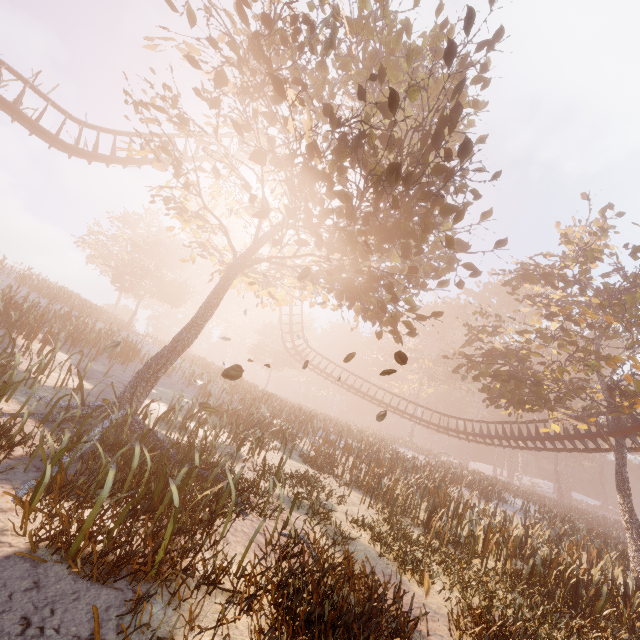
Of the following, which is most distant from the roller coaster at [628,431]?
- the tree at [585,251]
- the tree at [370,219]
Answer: the tree at [370,219]

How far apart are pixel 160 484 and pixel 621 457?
23.7m

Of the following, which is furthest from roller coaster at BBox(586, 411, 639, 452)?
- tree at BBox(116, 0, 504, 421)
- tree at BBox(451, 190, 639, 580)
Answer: tree at BBox(116, 0, 504, 421)

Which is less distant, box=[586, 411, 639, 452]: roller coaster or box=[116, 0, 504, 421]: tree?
box=[116, 0, 504, 421]: tree

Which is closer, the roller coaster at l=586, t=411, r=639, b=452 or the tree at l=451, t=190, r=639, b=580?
the tree at l=451, t=190, r=639, b=580

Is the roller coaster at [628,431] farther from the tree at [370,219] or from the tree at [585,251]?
the tree at [370,219]

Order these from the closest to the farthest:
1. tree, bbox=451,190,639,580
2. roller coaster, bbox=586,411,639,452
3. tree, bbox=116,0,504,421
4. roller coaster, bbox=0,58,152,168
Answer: tree, bbox=116,0,504,421 < roller coaster, bbox=0,58,152,168 < tree, bbox=451,190,639,580 < roller coaster, bbox=586,411,639,452

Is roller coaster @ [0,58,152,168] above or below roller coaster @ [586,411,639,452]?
above
